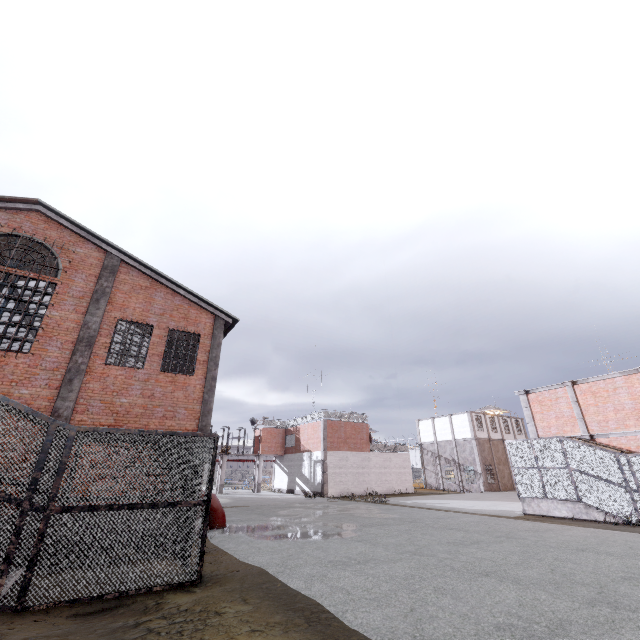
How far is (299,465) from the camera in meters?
35.8 m

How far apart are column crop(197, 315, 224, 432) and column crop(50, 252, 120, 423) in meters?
4.3 m

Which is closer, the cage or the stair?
the cage

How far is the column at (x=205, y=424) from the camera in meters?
13.6 m

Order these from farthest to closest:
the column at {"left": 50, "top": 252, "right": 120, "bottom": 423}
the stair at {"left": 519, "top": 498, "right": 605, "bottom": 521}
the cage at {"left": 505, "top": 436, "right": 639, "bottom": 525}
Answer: the stair at {"left": 519, "top": 498, "right": 605, "bottom": 521}, the cage at {"left": 505, "top": 436, "right": 639, "bottom": 525}, the column at {"left": 50, "top": 252, "right": 120, "bottom": 423}

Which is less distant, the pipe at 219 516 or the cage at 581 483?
the pipe at 219 516

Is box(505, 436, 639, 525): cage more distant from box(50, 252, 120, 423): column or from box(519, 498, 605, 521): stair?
box(50, 252, 120, 423): column

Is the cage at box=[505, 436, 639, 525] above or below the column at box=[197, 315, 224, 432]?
below
